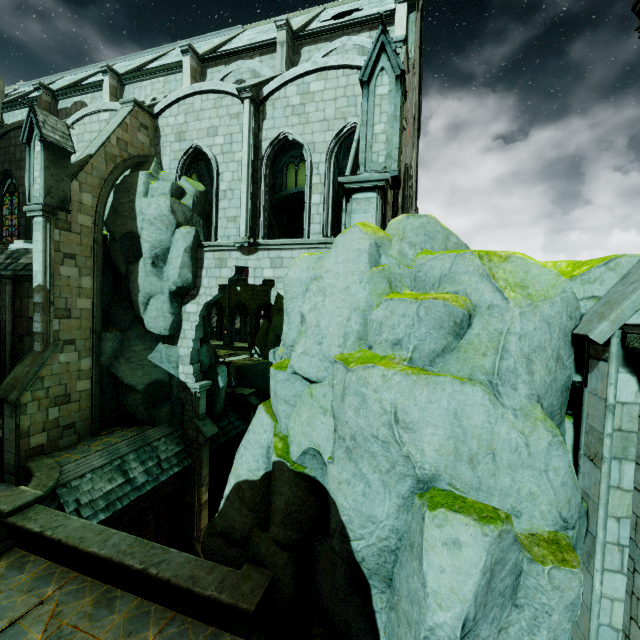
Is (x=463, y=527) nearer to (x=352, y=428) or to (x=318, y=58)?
(x=352, y=428)

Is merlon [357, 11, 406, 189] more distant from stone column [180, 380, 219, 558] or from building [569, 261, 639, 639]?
stone column [180, 380, 219, 558]

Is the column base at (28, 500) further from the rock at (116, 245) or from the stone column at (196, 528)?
the stone column at (196, 528)

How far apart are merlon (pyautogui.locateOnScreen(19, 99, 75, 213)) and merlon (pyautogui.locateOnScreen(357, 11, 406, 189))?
11.0m

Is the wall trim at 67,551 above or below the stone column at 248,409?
above

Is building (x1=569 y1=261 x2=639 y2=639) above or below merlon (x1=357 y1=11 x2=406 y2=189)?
below

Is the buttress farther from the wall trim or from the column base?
the column base

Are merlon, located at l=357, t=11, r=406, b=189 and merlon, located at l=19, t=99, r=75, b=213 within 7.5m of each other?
no
